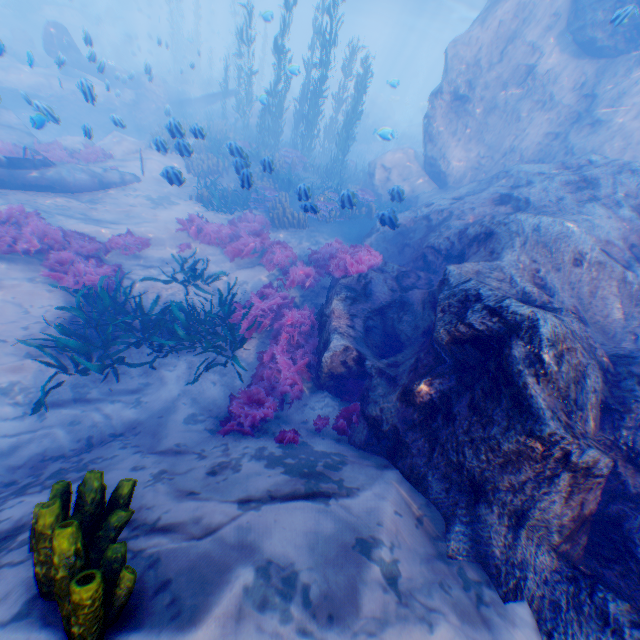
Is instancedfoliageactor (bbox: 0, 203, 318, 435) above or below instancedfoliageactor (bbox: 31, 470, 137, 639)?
below

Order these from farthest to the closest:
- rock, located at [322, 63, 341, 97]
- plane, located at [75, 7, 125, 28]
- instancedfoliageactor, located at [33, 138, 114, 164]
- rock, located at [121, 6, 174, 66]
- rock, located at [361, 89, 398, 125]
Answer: rock, located at [361, 89, 398, 125] → rock, located at [121, 6, 174, 66] → rock, located at [322, 63, 341, 97] → plane, located at [75, 7, 125, 28] → instancedfoliageactor, located at [33, 138, 114, 164]

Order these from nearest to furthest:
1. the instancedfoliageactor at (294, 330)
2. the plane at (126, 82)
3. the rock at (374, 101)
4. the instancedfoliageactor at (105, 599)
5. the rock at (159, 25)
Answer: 1. the instancedfoliageactor at (105, 599)
2. the instancedfoliageactor at (294, 330)
3. the plane at (126, 82)
4. the rock at (159, 25)
5. the rock at (374, 101)

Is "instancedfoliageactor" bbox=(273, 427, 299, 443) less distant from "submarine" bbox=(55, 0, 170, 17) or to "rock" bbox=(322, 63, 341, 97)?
"rock" bbox=(322, 63, 341, 97)

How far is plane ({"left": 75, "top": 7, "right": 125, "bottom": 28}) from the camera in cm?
3075

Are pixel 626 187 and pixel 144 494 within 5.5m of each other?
no

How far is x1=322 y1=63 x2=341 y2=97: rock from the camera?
33.1 meters

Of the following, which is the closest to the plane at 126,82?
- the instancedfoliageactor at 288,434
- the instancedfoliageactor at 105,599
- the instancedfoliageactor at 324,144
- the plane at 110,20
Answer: the instancedfoliageactor at 324,144
